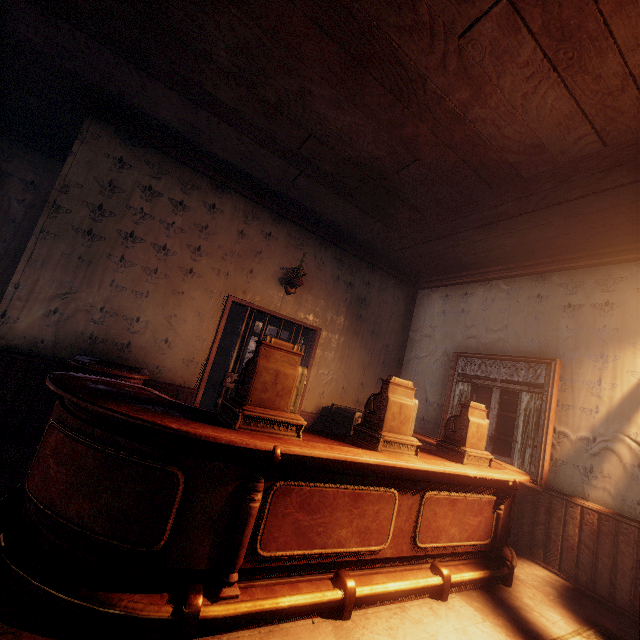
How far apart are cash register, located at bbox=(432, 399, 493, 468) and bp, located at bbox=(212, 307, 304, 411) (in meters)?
2.49

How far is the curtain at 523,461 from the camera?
4.1 meters

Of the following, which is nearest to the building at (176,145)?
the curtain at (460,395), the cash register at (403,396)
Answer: the curtain at (460,395)

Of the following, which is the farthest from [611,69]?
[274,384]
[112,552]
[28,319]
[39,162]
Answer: [39,162]

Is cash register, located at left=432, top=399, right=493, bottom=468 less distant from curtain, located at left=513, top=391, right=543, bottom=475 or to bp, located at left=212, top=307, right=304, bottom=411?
curtain, located at left=513, top=391, right=543, bottom=475

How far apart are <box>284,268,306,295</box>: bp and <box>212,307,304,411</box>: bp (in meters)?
0.62

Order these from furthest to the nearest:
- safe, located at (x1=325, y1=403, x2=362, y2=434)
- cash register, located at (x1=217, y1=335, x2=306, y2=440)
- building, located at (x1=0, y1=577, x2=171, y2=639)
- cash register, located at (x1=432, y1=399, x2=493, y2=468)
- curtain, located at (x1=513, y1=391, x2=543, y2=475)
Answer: safe, located at (x1=325, y1=403, x2=362, y2=434), curtain, located at (x1=513, y1=391, x2=543, y2=475), cash register, located at (x1=432, y1=399, x2=493, y2=468), cash register, located at (x1=217, y1=335, x2=306, y2=440), building, located at (x1=0, y1=577, x2=171, y2=639)

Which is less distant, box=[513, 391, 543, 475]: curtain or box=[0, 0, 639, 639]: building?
box=[0, 0, 639, 639]: building
